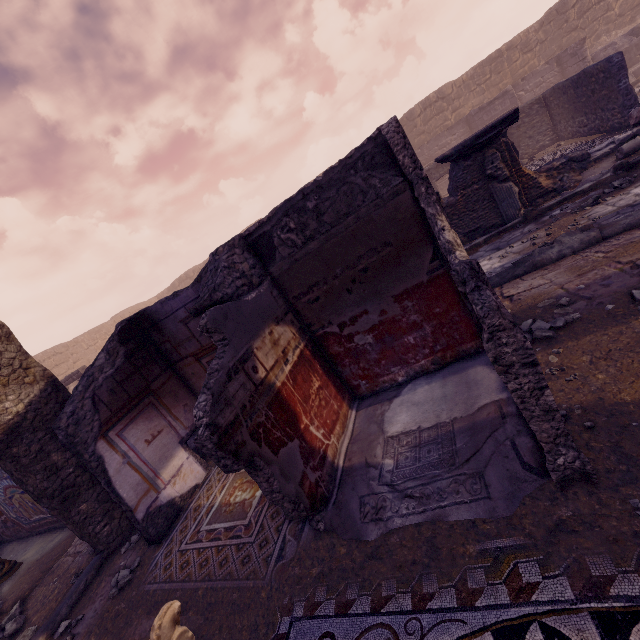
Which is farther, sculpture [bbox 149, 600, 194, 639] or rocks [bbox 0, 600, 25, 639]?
rocks [bbox 0, 600, 25, 639]

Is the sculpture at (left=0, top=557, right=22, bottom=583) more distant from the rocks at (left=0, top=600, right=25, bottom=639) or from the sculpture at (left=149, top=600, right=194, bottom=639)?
the sculpture at (left=149, top=600, right=194, bottom=639)

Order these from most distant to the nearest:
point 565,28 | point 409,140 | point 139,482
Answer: point 409,140, point 565,28, point 139,482

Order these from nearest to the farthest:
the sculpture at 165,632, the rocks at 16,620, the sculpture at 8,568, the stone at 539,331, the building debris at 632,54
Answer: the sculpture at 165,632 → the stone at 539,331 → the rocks at 16,620 → the sculpture at 8,568 → the building debris at 632,54

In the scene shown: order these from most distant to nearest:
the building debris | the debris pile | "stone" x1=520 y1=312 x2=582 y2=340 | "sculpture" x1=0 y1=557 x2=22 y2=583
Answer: the building debris < the debris pile < "sculpture" x1=0 y1=557 x2=22 y2=583 < "stone" x1=520 y1=312 x2=582 y2=340

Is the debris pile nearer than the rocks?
No

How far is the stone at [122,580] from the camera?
4.0m

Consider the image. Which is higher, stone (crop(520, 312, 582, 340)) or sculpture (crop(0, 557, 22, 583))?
sculpture (crop(0, 557, 22, 583))
